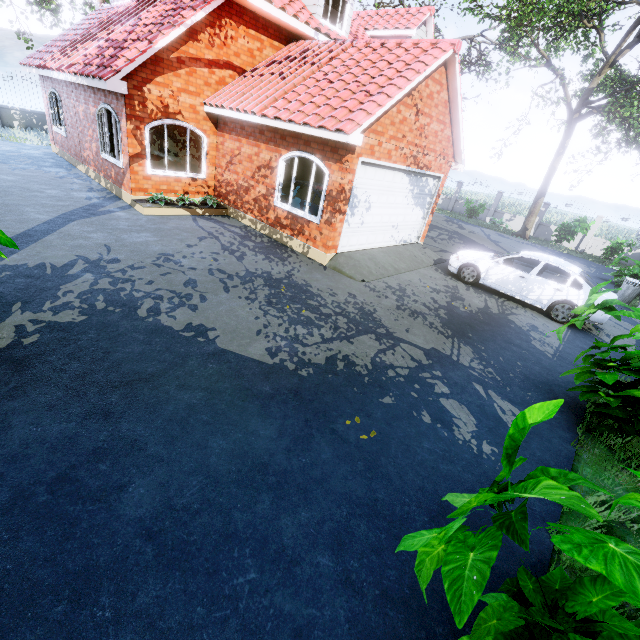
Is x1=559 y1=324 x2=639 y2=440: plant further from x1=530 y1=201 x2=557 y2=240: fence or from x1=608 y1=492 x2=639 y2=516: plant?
x1=530 y1=201 x2=557 y2=240: fence

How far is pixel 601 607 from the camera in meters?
1.5

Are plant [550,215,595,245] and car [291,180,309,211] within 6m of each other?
no

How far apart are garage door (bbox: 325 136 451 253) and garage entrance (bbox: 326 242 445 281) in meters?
0.0 m

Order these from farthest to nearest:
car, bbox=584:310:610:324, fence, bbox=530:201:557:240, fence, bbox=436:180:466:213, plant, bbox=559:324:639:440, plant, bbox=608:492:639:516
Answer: fence, bbox=436:180:466:213, fence, bbox=530:201:557:240, car, bbox=584:310:610:324, plant, bbox=559:324:639:440, plant, bbox=608:492:639:516

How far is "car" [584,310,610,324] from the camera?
8.35m

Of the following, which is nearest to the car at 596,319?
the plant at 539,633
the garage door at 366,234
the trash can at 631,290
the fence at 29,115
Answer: the garage door at 366,234

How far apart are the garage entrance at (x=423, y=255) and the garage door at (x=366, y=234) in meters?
0.0 m
